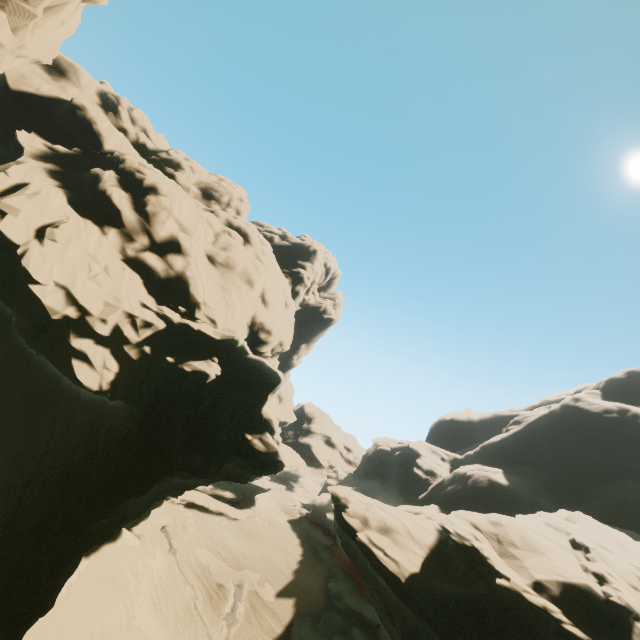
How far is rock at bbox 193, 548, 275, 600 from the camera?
34.1m

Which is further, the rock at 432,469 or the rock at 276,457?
the rock at 432,469

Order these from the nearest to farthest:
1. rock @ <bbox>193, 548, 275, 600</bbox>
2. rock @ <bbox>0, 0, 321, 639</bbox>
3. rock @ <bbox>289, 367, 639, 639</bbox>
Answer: rock @ <bbox>0, 0, 321, 639</bbox>
rock @ <bbox>289, 367, 639, 639</bbox>
rock @ <bbox>193, 548, 275, 600</bbox>

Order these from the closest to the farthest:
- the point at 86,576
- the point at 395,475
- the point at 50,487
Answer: the point at 50,487
the point at 86,576
the point at 395,475

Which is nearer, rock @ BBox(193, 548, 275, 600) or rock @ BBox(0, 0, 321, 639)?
rock @ BBox(0, 0, 321, 639)

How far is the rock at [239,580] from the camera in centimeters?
3412cm
